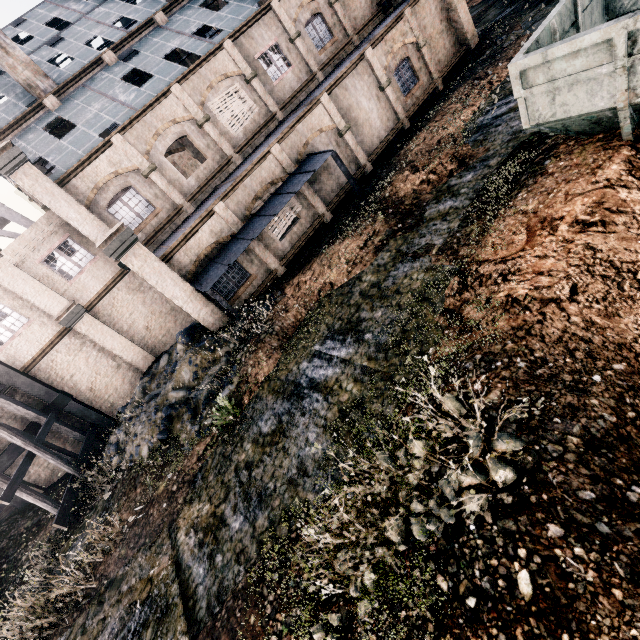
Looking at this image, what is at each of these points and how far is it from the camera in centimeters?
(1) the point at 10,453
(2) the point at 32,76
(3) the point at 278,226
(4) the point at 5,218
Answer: (1) building structure, 1725cm
(2) chimney, 1847cm
(3) building, 1781cm
(4) water tower, 2788cm

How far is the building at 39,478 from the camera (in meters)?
18.38

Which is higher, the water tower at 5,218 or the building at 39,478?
the water tower at 5,218

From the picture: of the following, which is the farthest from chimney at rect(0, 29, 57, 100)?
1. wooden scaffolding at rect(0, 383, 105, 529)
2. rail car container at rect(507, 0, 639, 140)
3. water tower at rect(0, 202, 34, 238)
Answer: rail car container at rect(507, 0, 639, 140)

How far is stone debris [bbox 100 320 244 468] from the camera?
12.73m

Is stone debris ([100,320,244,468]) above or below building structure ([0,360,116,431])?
below

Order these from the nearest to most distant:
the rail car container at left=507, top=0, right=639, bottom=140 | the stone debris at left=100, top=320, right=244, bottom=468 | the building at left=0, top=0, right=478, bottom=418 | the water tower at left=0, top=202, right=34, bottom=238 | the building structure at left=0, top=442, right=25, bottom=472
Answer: the rail car container at left=507, top=0, right=639, bottom=140 < the stone debris at left=100, top=320, right=244, bottom=468 < the building at left=0, top=0, right=478, bottom=418 < the building structure at left=0, top=442, right=25, bottom=472 < the water tower at left=0, top=202, right=34, bottom=238

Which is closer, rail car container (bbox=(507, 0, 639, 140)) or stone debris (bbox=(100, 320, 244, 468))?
rail car container (bbox=(507, 0, 639, 140))
